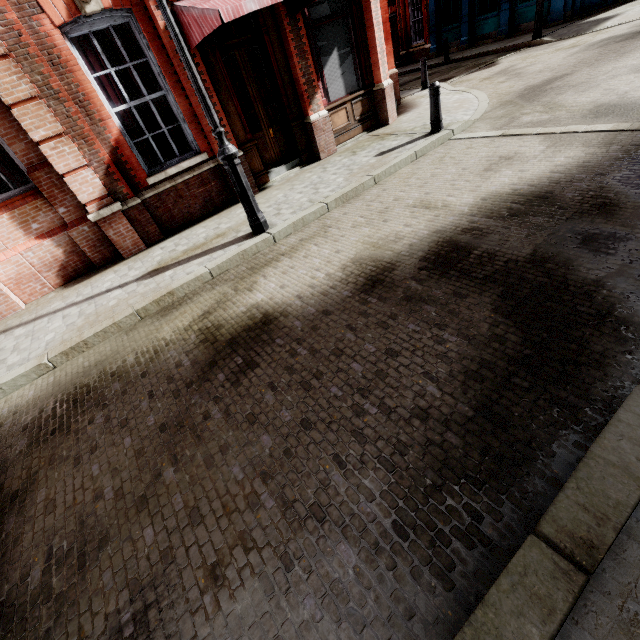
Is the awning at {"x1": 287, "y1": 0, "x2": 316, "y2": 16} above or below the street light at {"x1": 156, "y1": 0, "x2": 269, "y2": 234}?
above

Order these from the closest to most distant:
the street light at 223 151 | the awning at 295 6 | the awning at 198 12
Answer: the street light at 223 151
the awning at 198 12
the awning at 295 6

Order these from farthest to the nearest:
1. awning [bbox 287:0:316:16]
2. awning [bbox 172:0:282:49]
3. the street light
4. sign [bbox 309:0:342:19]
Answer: sign [bbox 309:0:342:19]
awning [bbox 287:0:316:16]
awning [bbox 172:0:282:49]
the street light

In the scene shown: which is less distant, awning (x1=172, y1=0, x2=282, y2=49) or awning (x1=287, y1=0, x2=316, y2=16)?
awning (x1=172, y1=0, x2=282, y2=49)

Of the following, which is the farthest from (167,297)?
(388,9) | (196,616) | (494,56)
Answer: (388,9)

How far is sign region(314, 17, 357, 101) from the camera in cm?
788

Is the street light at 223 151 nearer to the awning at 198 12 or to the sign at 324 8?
the awning at 198 12

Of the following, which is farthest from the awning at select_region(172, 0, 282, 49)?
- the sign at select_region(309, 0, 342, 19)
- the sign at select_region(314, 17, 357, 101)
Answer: the sign at select_region(314, 17, 357, 101)
